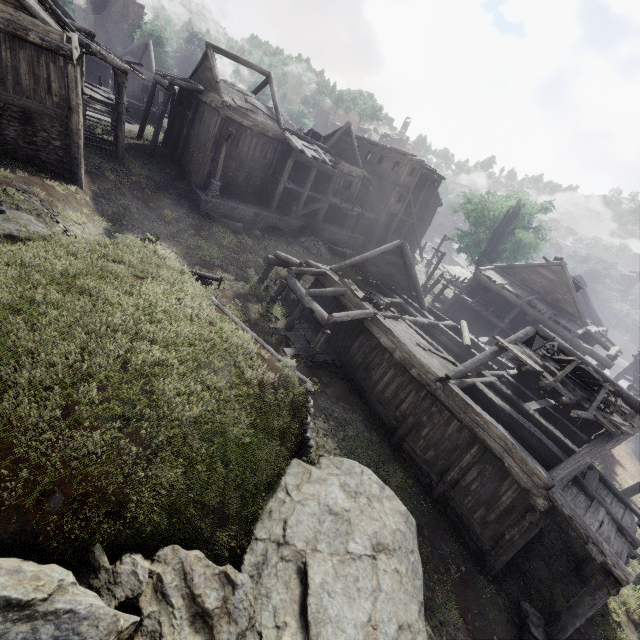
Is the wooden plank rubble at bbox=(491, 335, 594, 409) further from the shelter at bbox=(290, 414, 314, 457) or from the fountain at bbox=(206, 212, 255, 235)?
the fountain at bbox=(206, 212, 255, 235)

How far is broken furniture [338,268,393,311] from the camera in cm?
1655

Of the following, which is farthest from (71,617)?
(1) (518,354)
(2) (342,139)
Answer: (2) (342,139)

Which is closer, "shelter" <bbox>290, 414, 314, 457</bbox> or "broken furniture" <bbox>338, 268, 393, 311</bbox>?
"shelter" <bbox>290, 414, 314, 457</bbox>

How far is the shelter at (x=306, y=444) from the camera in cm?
1052

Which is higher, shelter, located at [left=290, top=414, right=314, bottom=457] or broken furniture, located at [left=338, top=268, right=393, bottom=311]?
broken furniture, located at [left=338, top=268, right=393, bottom=311]

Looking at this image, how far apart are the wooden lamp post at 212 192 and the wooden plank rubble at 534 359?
19.0m

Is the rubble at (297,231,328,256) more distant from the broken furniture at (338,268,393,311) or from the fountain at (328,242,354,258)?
the broken furniture at (338,268,393,311)
